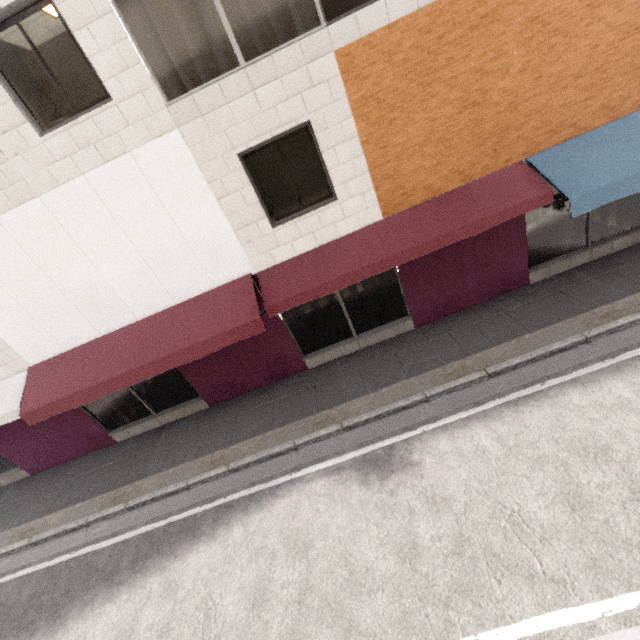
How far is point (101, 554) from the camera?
6.4m
